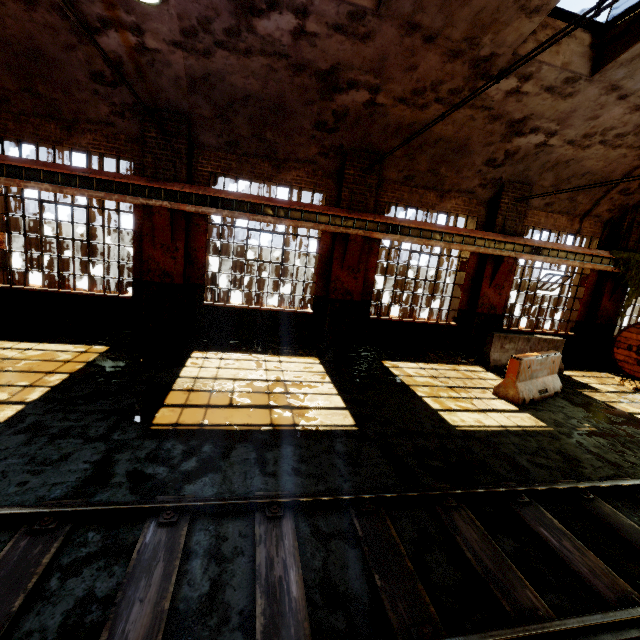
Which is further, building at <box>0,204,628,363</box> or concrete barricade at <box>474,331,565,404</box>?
building at <box>0,204,628,363</box>

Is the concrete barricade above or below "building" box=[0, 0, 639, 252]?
below

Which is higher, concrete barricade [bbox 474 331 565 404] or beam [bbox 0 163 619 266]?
beam [bbox 0 163 619 266]

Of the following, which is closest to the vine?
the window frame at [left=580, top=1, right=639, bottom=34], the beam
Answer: the beam

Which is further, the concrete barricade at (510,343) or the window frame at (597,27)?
the concrete barricade at (510,343)

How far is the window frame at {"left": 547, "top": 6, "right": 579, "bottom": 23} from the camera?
6.5 meters

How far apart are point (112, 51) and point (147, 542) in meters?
8.9 m

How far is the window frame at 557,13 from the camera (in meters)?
6.52
